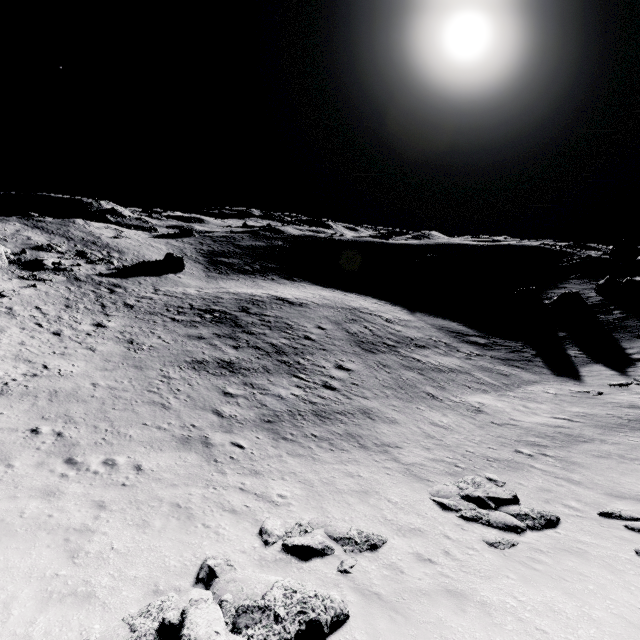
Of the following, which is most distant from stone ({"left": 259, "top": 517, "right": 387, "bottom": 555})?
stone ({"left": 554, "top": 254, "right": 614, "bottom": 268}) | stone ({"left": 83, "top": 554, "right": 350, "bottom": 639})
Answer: stone ({"left": 554, "top": 254, "right": 614, "bottom": 268})

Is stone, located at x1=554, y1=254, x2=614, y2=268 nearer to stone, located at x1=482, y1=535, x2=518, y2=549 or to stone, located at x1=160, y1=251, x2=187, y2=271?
stone, located at x1=482, y1=535, x2=518, y2=549

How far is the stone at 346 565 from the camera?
7.8 meters

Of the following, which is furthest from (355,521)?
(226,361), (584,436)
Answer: (226,361)

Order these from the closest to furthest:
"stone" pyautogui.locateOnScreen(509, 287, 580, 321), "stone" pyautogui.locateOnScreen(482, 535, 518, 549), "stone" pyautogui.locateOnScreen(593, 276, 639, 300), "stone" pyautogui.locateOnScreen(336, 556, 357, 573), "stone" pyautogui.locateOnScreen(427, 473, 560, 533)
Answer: "stone" pyautogui.locateOnScreen(336, 556, 357, 573)
"stone" pyautogui.locateOnScreen(482, 535, 518, 549)
"stone" pyautogui.locateOnScreen(427, 473, 560, 533)
"stone" pyautogui.locateOnScreen(593, 276, 639, 300)
"stone" pyautogui.locateOnScreen(509, 287, 580, 321)

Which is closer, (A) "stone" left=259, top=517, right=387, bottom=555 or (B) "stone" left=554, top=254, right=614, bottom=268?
(A) "stone" left=259, top=517, right=387, bottom=555

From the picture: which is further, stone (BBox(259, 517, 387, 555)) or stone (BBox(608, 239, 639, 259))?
stone (BBox(608, 239, 639, 259))

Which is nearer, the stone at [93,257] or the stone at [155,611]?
the stone at [155,611]
